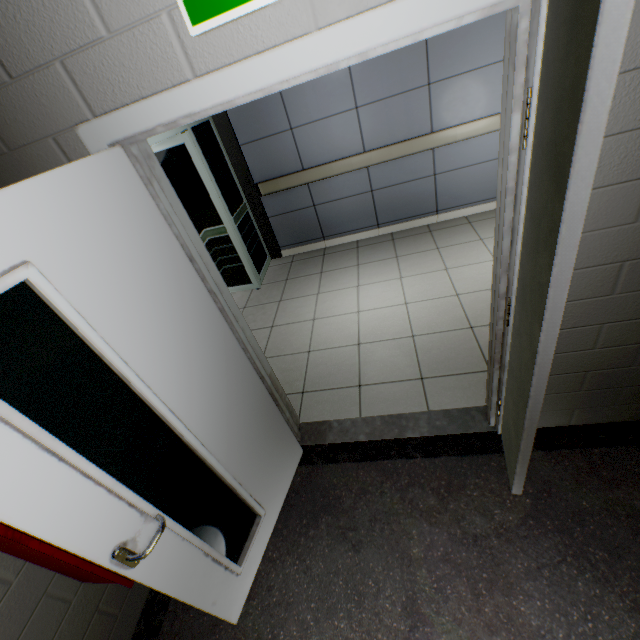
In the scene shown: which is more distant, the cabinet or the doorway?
the doorway

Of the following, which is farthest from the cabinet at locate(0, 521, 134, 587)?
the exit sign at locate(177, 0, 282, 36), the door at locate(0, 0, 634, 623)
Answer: the exit sign at locate(177, 0, 282, 36)

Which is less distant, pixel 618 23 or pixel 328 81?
pixel 618 23

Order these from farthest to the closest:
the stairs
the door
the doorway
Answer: the doorway → the stairs → the door

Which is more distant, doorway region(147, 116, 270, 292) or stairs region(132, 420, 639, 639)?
doorway region(147, 116, 270, 292)

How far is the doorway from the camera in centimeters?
344cm

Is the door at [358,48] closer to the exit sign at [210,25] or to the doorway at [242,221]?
the exit sign at [210,25]

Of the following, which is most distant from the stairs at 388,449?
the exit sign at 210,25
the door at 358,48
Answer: the exit sign at 210,25
